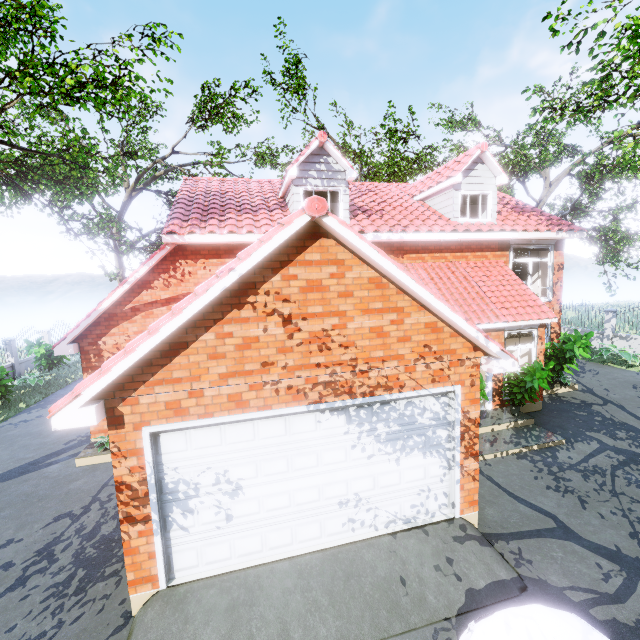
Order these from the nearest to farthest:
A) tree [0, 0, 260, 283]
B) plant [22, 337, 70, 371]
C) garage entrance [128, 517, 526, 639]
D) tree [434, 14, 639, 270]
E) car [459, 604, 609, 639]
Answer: car [459, 604, 609, 639] → garage entrance [128, 517, 526, 639] → tree [0, 0, 260, 283] → tree [434, 14, 639, 270] → plant [22, 337, 70, 371]

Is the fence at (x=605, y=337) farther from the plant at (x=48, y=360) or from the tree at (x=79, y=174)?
the plant at (x=48, y=360)

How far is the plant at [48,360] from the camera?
16.9m

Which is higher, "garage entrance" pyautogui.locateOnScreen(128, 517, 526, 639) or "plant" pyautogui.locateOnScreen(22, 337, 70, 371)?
"plant" pyautogui.locateOnScreen(22, 337, 70, 371)

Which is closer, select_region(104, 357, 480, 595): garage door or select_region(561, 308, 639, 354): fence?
select_region(104, 357, 480, 595): garage door

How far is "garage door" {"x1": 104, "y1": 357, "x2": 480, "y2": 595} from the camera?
4.6 meters

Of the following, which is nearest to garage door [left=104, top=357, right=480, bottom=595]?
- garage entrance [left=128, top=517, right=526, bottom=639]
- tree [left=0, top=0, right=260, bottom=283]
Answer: garage entrance [left=128, top=517, right=526, bottom=639]

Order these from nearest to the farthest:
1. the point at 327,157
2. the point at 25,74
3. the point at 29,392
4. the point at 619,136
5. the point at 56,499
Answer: the point at 25,74 → the point at 56,499 → the point at 327,157 → the point at 619,136 → the point at 29,392
